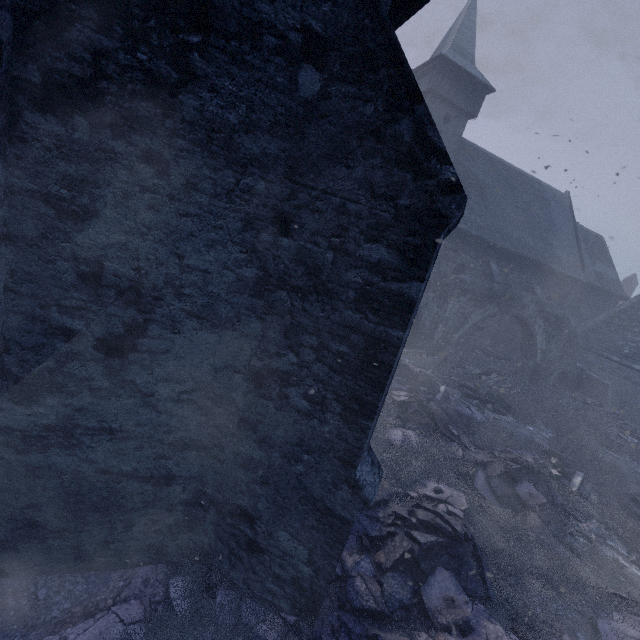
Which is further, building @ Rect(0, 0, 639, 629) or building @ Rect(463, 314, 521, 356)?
building @ Rect(463, 314, 521, 356)

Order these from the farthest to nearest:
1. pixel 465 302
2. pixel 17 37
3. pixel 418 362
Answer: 1. pixel 465 302
2. pixel 418 362
3. pixel 17 37

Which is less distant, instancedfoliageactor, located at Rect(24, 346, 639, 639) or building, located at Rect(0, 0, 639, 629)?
building, located at Rect(0, 0, 639, 629)

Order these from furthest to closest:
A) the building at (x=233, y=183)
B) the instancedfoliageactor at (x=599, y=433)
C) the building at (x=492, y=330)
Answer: the building at (x=492, y=330)
the instancedfoliageactor at (x=599, y=433)
the building at (x=233, y=183)

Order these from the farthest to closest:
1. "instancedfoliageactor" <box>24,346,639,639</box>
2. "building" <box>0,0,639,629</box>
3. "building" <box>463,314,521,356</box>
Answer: "building" <box>463,314,521,356</box>, "instancedfoliageactor" <box>24,346,639,639</box>, "building" <box>0,0,639,629</box>

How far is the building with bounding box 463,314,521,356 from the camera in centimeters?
2045cm

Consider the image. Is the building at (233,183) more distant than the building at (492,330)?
No

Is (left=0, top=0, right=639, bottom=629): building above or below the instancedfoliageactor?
above
